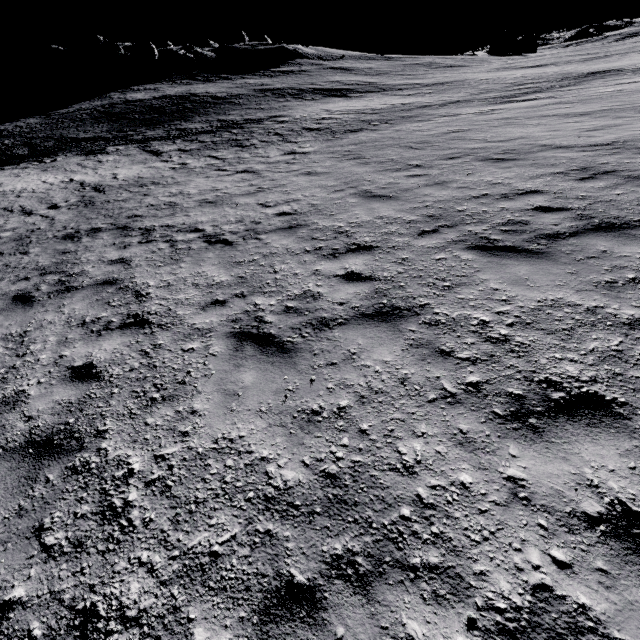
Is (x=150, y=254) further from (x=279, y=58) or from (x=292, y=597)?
(x=279, y=58)
